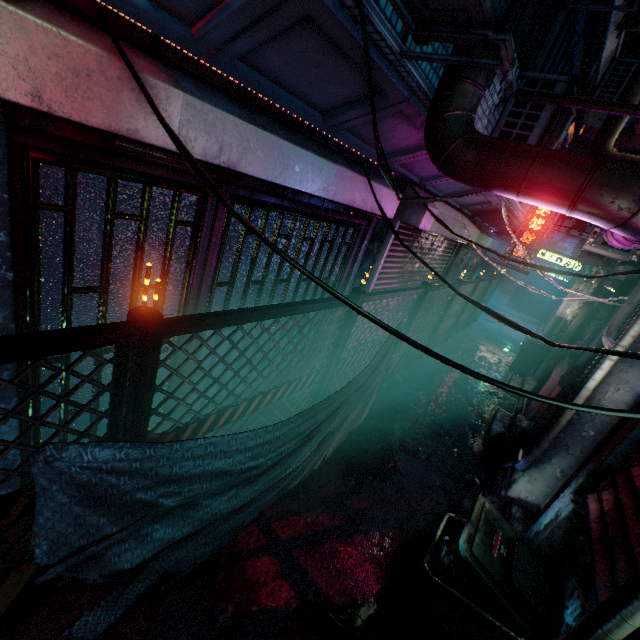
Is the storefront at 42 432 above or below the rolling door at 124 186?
below

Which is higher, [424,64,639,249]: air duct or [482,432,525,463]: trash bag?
[424,64,639,249]: air duct

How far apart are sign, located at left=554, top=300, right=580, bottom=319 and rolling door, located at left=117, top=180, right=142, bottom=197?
7.7m

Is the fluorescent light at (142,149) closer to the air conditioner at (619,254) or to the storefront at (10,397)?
the storefront at (10,397)

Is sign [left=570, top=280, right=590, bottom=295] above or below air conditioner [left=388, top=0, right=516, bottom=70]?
below

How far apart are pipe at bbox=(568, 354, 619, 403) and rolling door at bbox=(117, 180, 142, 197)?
3.60m

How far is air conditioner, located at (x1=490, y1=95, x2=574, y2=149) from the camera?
3.4m

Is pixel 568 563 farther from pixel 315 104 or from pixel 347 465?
pixel 315 104
